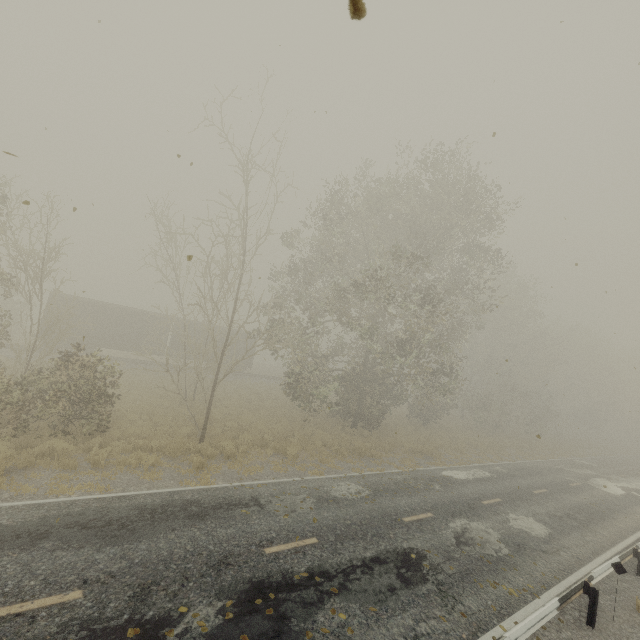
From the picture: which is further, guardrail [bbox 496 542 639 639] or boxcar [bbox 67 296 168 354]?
boxcar [bbox 67 296 168 354]

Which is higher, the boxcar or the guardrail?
the boxcar

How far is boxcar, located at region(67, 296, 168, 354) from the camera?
26.5 meters

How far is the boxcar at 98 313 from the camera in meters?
26.5

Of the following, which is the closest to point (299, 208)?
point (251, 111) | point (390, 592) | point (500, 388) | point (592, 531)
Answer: point (251, 111)

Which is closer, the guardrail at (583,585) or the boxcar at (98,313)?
the guardrail at (583,585)
